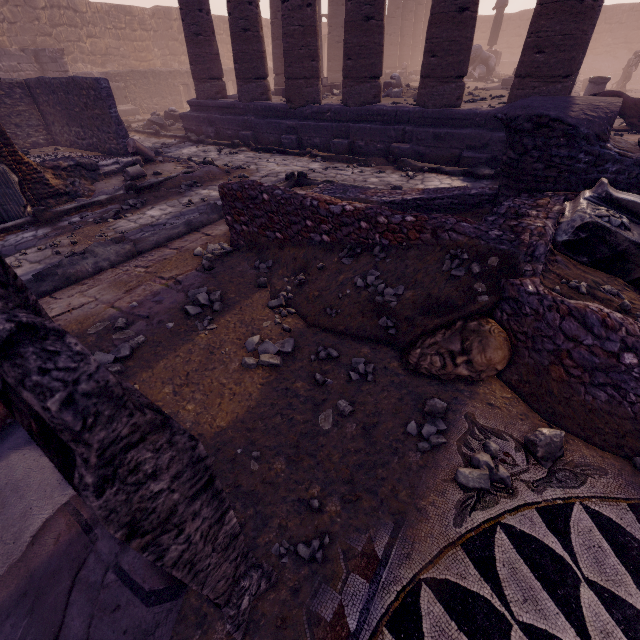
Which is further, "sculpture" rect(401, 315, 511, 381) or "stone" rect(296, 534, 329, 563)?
"sculpture" rect(401, 315, 511, 381)

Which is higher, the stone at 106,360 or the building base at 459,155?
the building base at 459,155

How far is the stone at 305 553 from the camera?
1.7 meters

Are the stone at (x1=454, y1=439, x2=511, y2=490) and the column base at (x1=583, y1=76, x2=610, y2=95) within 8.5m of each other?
no

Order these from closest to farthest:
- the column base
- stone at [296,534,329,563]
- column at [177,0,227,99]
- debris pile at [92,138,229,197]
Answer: stone at [296,534,329,563] → debris pile at [92,138,229,197] → column at [177,0,227,99] → the column base

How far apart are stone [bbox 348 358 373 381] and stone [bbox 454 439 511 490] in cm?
89

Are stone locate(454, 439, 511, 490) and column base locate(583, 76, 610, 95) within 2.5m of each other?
no

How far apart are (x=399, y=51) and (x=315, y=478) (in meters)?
28.77
